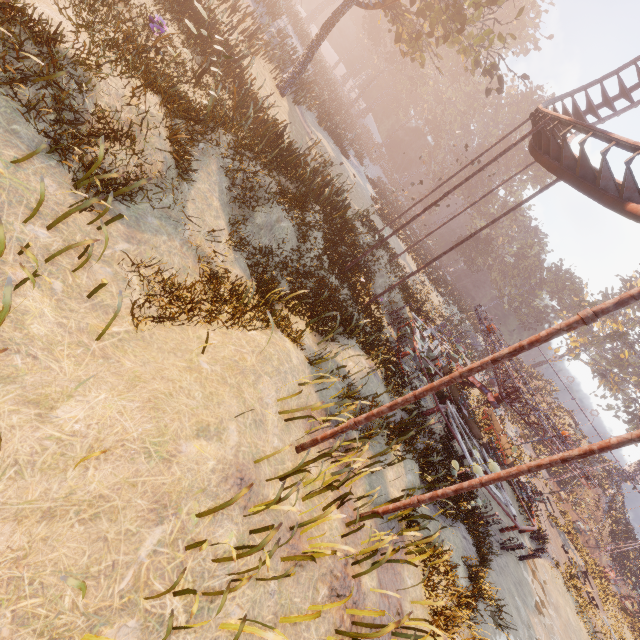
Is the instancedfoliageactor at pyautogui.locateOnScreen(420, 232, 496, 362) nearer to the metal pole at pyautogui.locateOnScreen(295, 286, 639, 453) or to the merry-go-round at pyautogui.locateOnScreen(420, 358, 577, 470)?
the merry-go-round at pyautogui.locateOnScreen(420, 358, 577, 470)

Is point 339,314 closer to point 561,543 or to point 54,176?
point 54,176

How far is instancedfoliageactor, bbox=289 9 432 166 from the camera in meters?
29.7 m

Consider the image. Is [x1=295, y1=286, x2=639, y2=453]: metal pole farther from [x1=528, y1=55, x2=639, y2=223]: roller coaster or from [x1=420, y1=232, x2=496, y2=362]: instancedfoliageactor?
[x1=420, y1=232, x2=496, y2=362]: instancedfoliageactor

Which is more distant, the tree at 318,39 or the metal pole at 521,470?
the tree at 318,39

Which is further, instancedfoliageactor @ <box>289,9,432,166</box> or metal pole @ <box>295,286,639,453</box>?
instancedfoliageactor @ <box>289,9,432,166</box>

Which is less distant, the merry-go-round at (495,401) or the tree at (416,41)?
the merry-go-round at (495,401)

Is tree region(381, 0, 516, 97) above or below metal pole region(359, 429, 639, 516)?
above
